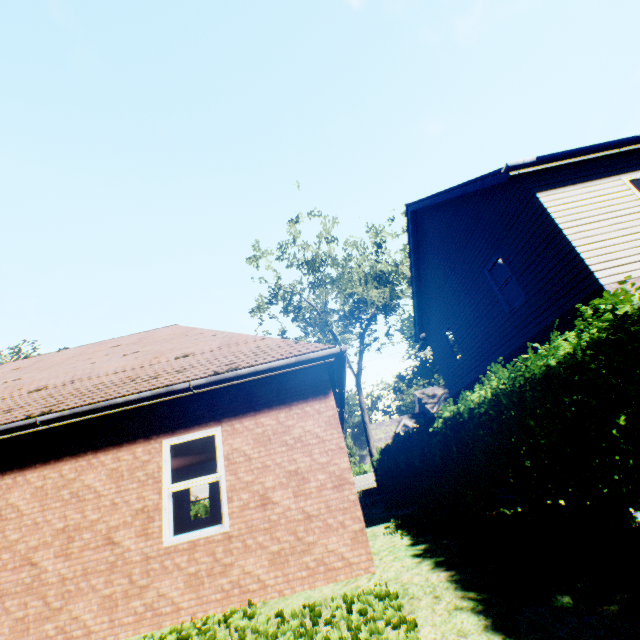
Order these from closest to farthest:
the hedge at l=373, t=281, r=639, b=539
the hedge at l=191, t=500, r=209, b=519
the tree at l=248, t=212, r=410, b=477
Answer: the hedge at l=373, t=281, r=639, b=539, the tree at l=248, t=212, r=410, b=477, the hedge at l=191, t=500, r=209, b=519

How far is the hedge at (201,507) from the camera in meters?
21.8

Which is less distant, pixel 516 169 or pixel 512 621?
pixel 512 621

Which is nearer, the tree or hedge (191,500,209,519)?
the tree

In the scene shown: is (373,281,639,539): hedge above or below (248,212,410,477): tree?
below

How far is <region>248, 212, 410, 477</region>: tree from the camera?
20.62m

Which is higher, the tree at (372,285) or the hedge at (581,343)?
the tree at (372,285)
